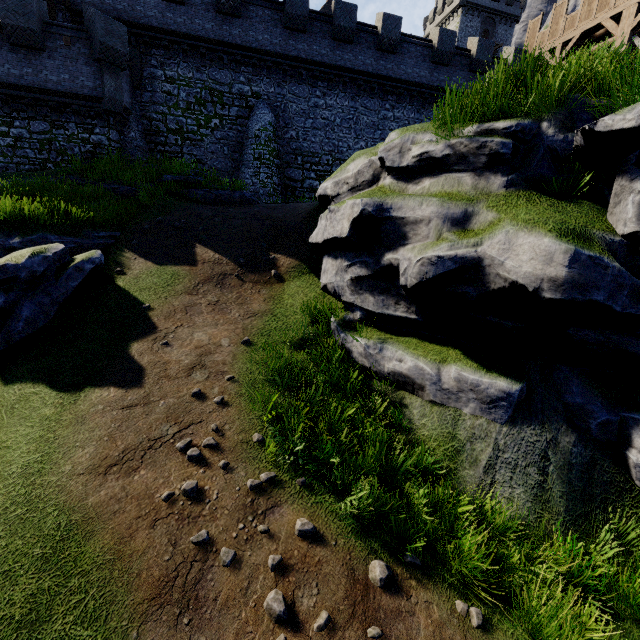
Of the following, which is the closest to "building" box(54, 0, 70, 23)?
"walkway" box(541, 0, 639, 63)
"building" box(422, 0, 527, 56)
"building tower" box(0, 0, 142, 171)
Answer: "building tower" box(0, 0, 142, 171)

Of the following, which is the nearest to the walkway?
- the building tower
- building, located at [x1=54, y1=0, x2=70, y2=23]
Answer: the building tower

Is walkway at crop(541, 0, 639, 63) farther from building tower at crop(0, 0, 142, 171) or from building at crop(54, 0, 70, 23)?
building at crop(54, 0, 70, 23)

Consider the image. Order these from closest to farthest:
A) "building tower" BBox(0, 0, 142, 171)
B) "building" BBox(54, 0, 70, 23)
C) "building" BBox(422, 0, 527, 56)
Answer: "building tower" BBox(0, 0, 142, 171) → "building" BBox(54, 0, 70, 23) → "building" BBox(422, 0, 527, 56)

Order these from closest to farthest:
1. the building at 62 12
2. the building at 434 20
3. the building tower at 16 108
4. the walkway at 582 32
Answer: the building tower at 16 108
the walkway at 582 32
the building at 62 12
the building at 434 20

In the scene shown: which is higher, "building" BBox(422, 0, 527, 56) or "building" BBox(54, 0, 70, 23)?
"building" BBox(422, 0, 527, 56)

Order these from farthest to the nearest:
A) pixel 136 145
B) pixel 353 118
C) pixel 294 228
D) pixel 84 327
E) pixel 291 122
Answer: pixel 353 118, pixel 291 122, pixel 136 145, pixel 294 228, pixel 84 327

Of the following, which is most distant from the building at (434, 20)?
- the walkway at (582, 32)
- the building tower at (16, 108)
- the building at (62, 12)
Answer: the building tower at (16, 108)
